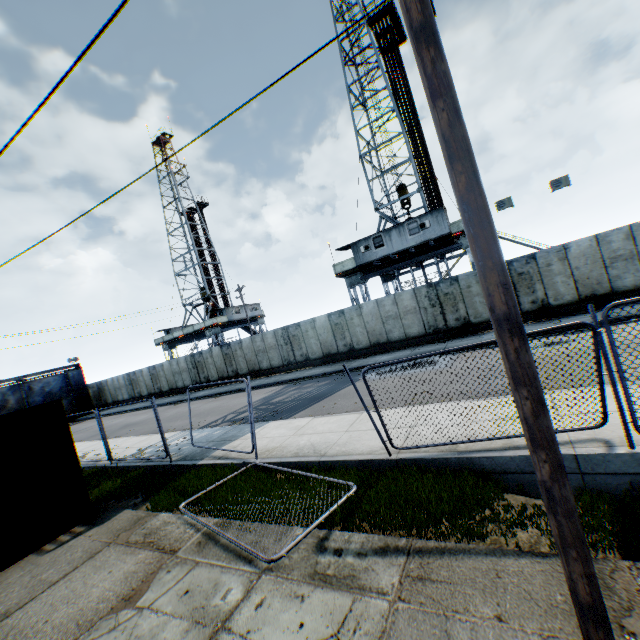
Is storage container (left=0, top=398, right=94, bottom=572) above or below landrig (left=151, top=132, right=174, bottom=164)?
below

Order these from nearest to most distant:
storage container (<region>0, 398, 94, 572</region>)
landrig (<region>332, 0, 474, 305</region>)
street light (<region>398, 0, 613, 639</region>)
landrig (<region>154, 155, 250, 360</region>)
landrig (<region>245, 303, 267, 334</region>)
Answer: street light (<region>398, 0, 613, 639</region>) → storage container (<region>0, 398, 94, 572</region>) → landrig (<region>332, 0, 474, 305</region>) → landrig (<region>154, 155, 250, 360</region>) → landrig (<region>245, 303, 267, 334</region>)

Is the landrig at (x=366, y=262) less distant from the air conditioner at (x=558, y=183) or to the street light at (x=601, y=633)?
the air conditioner at (x=558, y=183)

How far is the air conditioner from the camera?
17.5m

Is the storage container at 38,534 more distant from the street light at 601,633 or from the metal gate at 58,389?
the metal gate at 58,389

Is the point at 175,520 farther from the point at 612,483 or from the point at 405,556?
the point at 612,483

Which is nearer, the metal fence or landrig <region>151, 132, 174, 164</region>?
the metal fence

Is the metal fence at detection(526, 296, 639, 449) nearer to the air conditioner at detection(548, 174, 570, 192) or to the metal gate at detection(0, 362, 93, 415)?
the air conditioner at detection(548, 174, 570, 192)
